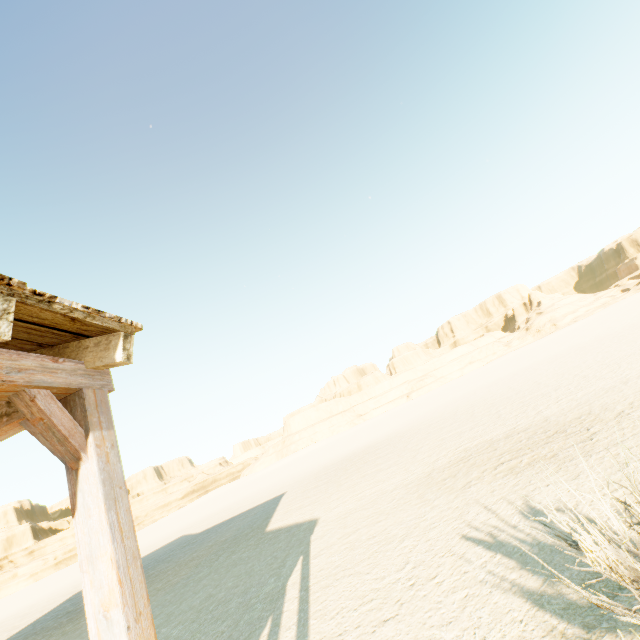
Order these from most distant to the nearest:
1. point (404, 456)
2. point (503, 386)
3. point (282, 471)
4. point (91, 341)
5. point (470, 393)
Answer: point (282, 471) < point (470, 393) < point (503, 386) < point (404, 456) < point (91, 341)

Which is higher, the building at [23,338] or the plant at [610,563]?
the building at [23,338]

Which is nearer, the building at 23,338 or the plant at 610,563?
the building at 23,338

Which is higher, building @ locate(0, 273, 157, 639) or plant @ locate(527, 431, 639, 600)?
building @ locate(0, 273, 157, 639)

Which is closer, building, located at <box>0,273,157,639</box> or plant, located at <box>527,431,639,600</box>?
building, located at <box>0,273,157,639</box>
